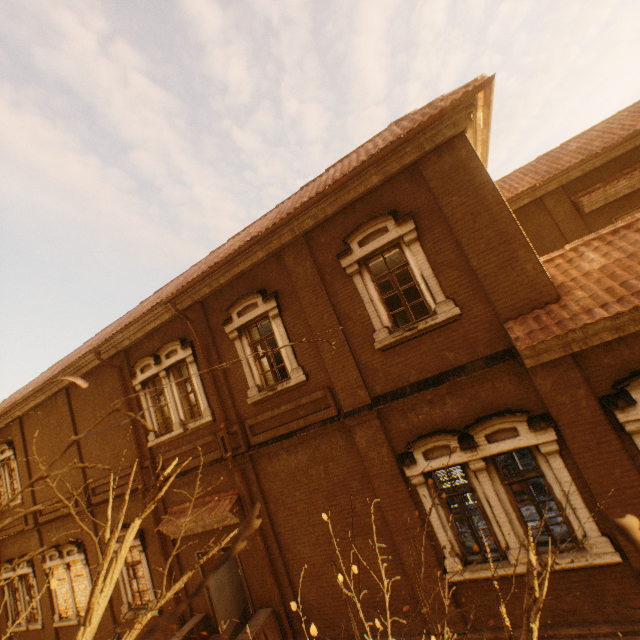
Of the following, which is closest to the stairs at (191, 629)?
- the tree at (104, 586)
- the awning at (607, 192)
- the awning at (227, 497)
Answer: the awning at (227, 497)

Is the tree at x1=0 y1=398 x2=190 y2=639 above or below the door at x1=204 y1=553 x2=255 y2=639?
above

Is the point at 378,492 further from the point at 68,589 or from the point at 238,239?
the point at 68,589

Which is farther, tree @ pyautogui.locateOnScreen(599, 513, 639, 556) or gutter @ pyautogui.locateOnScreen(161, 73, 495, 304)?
gutter @ pyautogui.locateOnScreen(161, 73, 495, 304)

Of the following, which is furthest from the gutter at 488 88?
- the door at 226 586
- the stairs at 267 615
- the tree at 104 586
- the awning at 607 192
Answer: the stairs at 267 615

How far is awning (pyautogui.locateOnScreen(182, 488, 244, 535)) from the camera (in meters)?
8.91

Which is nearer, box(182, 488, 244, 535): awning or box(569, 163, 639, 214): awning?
box(182, 488, 244, 535): awning

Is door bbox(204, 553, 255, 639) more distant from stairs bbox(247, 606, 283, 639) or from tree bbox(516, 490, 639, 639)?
tree bbox(516, 490, 639, 639)
